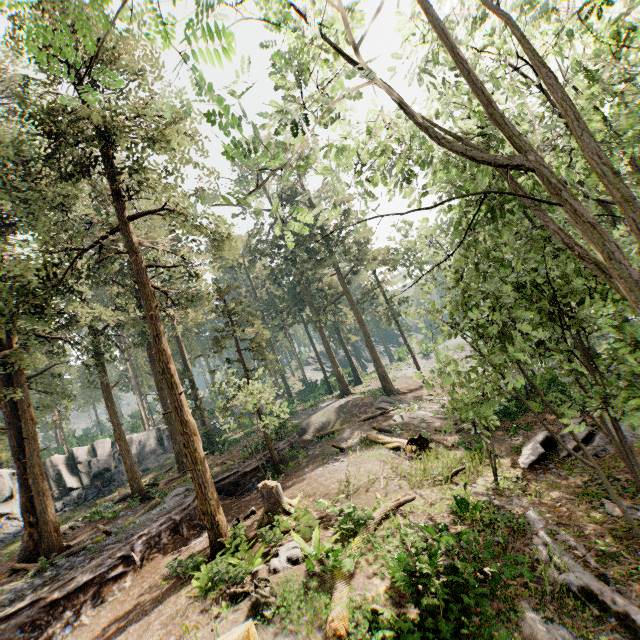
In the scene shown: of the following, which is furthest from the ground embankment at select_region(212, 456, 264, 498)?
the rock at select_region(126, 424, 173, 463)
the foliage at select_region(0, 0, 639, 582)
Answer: the rock at select_region(126, 424, 173, 463)

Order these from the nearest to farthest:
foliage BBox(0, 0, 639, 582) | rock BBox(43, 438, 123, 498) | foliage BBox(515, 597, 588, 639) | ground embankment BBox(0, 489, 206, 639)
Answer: foliage BBox(0, 0, 639, 582), foliage BBox(515, 597, 588, 639), ground embankment BBox(0, 489, 206, 639), rock BBox(43, 438, 123, 498)

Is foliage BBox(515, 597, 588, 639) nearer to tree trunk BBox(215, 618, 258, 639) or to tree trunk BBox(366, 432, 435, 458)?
tree trunk BBox(215, 618, 258, 639)

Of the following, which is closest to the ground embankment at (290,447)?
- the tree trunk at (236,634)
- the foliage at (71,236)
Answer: the foliage at (71,236)

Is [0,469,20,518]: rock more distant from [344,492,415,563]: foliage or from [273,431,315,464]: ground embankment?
[273,431,315,464]: ground embankment

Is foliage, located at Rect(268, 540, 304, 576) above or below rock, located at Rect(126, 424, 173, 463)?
below

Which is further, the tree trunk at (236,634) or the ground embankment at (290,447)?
the ground embankment at (290,447)

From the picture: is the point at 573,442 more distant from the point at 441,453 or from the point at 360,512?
the point at 360,512
